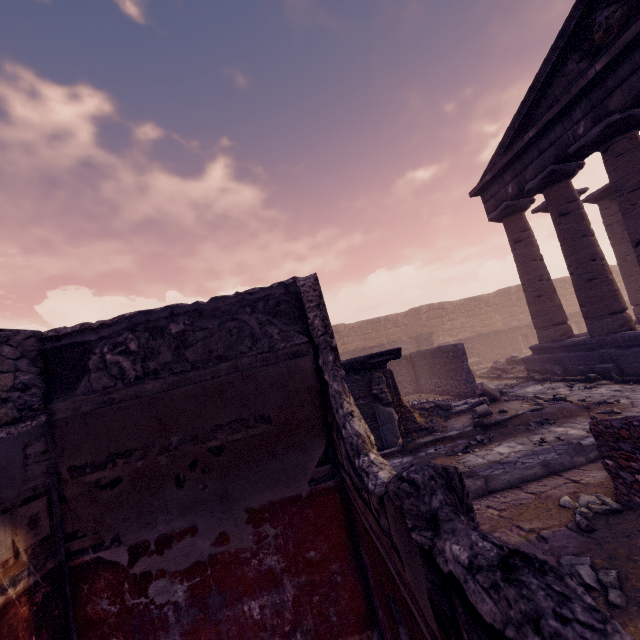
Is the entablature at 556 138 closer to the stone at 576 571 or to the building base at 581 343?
the building base at 581 343

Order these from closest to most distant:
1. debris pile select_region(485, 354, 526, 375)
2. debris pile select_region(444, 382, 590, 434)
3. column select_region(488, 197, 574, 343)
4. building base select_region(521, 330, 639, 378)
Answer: debris pile select_region(444, 382, 590, 434)
building base select_region(521, 330, 639, 378)
column select_region(488, 197, 574, 343)
debris pile select_region(485, 354, 526, 375)

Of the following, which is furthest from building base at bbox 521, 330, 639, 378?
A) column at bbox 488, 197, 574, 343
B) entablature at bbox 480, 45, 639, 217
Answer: entablature at bbox 480, 45, 639, 217

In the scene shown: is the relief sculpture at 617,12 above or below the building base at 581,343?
above

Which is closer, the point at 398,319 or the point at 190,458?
the point at 190,458

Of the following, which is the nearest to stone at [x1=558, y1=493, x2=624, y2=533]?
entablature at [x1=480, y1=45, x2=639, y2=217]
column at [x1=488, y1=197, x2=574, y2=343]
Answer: entablature at [x1=480, y1=45, x2=639, y2=217]

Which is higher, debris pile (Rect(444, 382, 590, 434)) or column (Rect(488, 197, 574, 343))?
column (Rect(488, 197, 574, 343))

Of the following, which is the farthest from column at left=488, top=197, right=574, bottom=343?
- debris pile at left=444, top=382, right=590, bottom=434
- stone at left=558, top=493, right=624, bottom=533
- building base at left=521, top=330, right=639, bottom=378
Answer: stone at left=558, top=493, right=624, bottom=533
